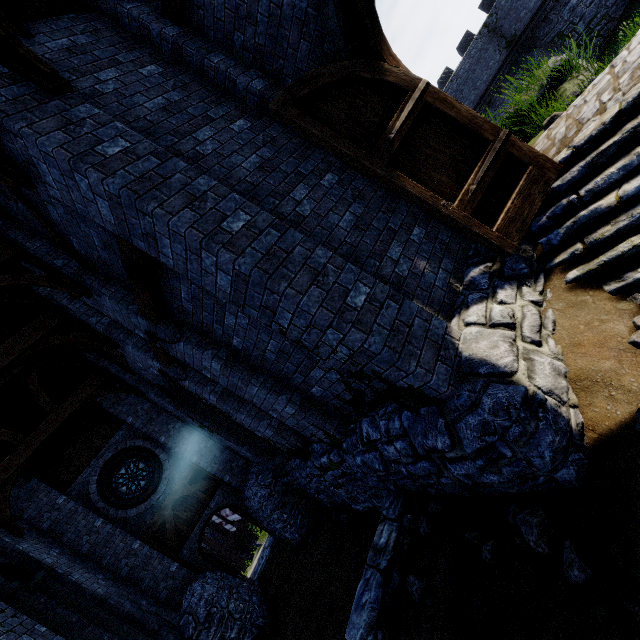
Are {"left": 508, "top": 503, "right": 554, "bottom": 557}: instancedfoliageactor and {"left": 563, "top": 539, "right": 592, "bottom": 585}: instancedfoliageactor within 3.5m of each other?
yes

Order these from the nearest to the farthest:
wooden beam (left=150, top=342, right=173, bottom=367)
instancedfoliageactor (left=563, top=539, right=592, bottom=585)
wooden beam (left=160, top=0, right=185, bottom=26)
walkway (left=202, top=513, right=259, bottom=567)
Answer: instancedfoliageactor (left=563, top=539, right=592, bottom=585) < wooden beam (left=160, top=0, right=185, bottom=26) < wooden beam (left=150, top=342, right=173, bottom=367) < walkway (left=202, top=513, right=259, bottom=567)

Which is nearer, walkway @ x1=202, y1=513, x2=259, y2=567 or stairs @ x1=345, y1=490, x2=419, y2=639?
stairs @ x1=345, y1=490, x2=419, y2=639

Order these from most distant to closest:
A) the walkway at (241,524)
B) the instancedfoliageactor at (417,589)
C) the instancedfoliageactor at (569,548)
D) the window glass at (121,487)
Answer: the walkway at (241,524) → the window glass at (121,487) → the instancedfoliageactor at (417,589) → the instancedfoliageactor at (569,548)

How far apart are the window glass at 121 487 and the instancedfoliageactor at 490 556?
12.69m

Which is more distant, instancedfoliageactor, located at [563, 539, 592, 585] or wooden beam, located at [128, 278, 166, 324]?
wooden beam, located at [128, 278, 166, 324]

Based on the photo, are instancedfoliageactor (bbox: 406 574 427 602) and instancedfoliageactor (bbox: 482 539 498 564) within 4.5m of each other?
yes

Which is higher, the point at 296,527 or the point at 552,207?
the point at 552,207
